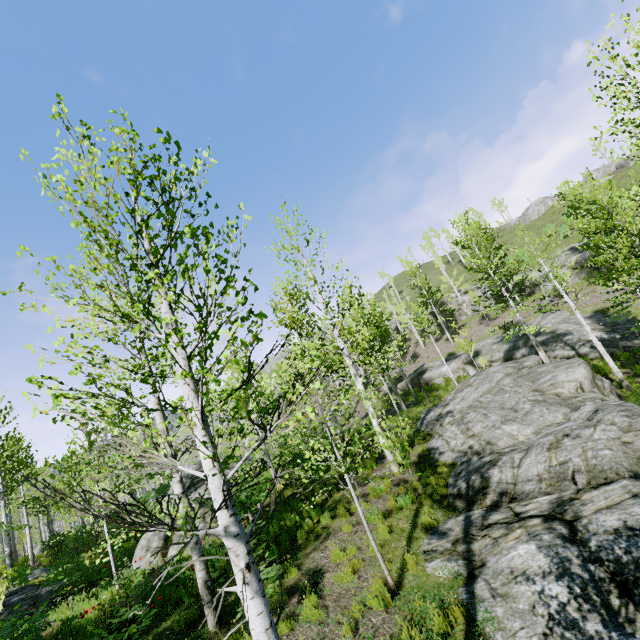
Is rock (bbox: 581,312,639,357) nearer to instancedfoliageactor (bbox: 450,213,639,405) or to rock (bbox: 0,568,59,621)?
instancedfoliageactor (bbox: 450,213,639,405)

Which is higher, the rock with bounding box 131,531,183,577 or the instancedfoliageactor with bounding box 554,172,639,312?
the instancedfoliageactor with bounding box 554,172,639,312

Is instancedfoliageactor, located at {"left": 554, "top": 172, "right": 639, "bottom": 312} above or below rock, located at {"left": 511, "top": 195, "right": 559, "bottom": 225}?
below

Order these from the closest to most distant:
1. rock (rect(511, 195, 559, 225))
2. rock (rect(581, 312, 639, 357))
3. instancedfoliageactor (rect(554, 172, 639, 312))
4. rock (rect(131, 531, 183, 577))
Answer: rock (rect(131, 531, 183, 577)) < instancedfoliageactor (rect(554, 172, 639, 312)) < rock (rect(581, 312, 639, 357)) < rock (rect(511, 195, 559, 225))

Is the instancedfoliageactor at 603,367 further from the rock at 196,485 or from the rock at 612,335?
the rock at 196,485

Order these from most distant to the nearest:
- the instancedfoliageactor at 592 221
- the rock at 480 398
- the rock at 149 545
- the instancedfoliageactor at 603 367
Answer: the instancedfoliageactor at 603 367, the instancedfoliageactor at 592 221, the rock at 149 545, the rock at 480 398

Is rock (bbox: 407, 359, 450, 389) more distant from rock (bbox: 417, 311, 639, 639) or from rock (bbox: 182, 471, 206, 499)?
rock (bbox: 182, 471, 206, 499)

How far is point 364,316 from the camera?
12.59m
